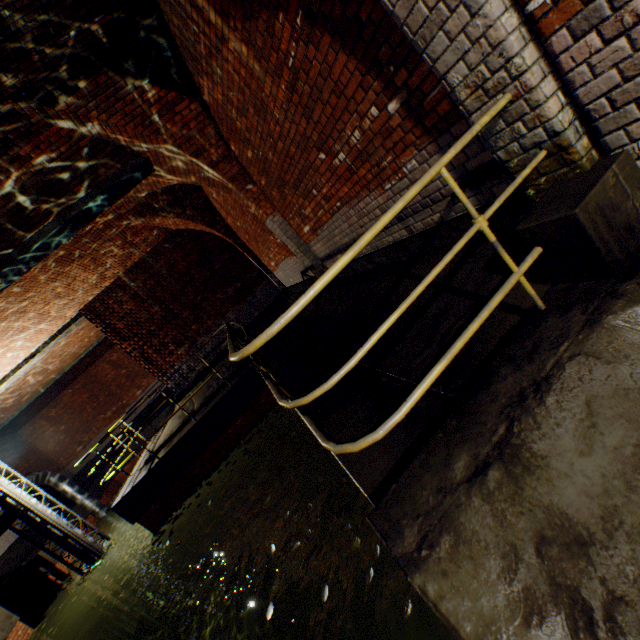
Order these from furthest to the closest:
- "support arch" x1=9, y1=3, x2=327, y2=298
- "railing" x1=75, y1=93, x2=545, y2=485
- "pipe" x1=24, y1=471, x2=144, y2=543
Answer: "pipe" x1=24, y1=471, x2=144, y2=543 → "support arch" x1=9, y1=3, x2=327, y2=298 → "railing" x1=75, y1=93, x2=545, y2=485

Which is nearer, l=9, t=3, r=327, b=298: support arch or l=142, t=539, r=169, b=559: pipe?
l=9, t=3, r=327, b=298: support arch

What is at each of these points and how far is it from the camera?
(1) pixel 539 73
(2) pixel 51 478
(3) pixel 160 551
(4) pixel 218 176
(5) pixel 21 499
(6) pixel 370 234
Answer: Answer:
(1) support arch, 1.64m
(2) pipe, 13.13m
(3) pipe, 14.51m
(4) support arch, 5.89m
(5) pipe frame, 9.02m
(6) railing, 1.53m

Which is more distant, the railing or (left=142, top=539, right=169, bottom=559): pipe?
(left=142, top=539, right=169, bottom=559): pipe

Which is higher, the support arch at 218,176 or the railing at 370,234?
the support arch at 218,176

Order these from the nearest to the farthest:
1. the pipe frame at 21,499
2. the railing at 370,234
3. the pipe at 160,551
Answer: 1. the railing at 370,234
2. the pipe frame at 21,499
3. the pipe at 160,551

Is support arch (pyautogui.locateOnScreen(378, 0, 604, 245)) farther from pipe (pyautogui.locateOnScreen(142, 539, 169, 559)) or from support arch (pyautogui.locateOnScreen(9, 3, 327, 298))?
support arch (pyautogui.locateOnScreen(9, 3, 327, 298))

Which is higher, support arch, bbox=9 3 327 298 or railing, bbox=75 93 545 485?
support arch, bbox=9 3 327 298
